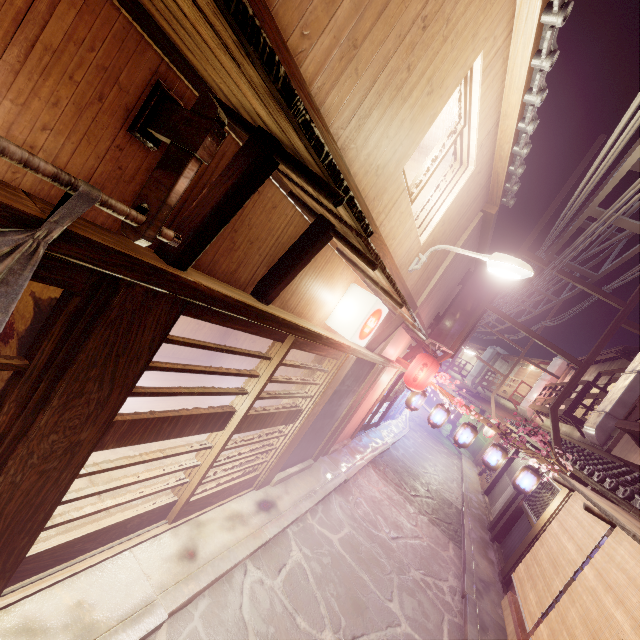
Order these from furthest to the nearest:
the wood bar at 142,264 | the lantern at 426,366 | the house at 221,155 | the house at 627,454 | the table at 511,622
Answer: the lantern at 426,366 → the house at 627,454 → the table at 511,622 → the house at 221,155 → the wood bar at 142,264

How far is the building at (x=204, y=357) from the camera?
14.30m

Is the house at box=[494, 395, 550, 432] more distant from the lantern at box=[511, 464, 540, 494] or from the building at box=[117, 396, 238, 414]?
the building at box=[117, 396, 238, 414]

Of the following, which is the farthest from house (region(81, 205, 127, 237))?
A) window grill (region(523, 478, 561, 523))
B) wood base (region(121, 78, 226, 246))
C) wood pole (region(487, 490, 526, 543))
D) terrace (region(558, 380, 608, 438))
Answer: terrace (region(558, 380, 608, 438))

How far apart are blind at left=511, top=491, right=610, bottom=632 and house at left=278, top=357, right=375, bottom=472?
6.79m

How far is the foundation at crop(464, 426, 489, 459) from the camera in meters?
39.4 m

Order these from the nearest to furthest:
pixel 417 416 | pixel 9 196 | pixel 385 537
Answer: pixel 9 196, pixel 385 537, pixel 417 416

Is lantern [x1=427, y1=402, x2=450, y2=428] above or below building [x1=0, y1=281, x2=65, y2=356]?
above
